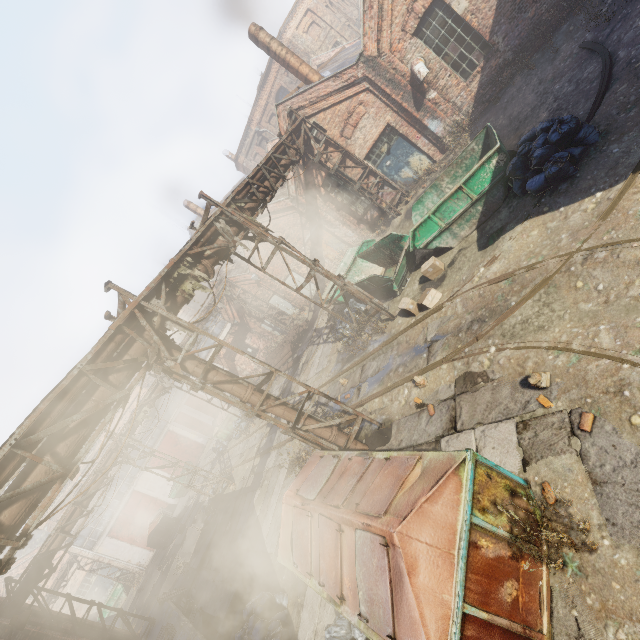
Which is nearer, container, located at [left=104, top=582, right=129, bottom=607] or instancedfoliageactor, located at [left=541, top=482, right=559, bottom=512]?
instancedfoliageactor, located at [left=541, top=482, right=559, bottom=512]

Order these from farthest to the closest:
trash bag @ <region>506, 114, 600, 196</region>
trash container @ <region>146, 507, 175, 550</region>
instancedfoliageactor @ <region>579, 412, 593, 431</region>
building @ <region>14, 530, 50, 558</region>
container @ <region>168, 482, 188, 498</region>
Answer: building @ <region>14, 530, 50, 558</region>
container @ <region>168, 482, 188, 498</region>
trash container @ <region>146, 507, 175, 550</region>
trash bag @ <region>506, 114, 600, 196</region>
instancedfoliageactor @ <region>579, 412, 593, 431</region>

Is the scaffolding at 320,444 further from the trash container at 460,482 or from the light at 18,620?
the light at 18,620

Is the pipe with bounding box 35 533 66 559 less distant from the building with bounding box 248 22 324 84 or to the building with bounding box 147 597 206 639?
the building with bounding box 147 597 206 639

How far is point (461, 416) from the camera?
6.1m

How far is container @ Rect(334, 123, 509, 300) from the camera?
8.3 meters

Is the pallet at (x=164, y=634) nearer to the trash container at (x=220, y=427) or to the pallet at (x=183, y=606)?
the pallet at (x=183, y=606)

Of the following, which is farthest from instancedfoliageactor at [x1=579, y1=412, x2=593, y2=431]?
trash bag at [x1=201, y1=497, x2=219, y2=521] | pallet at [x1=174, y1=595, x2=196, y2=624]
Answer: trash bag at [x1=201, y1=497, x2=219, y2=521]
